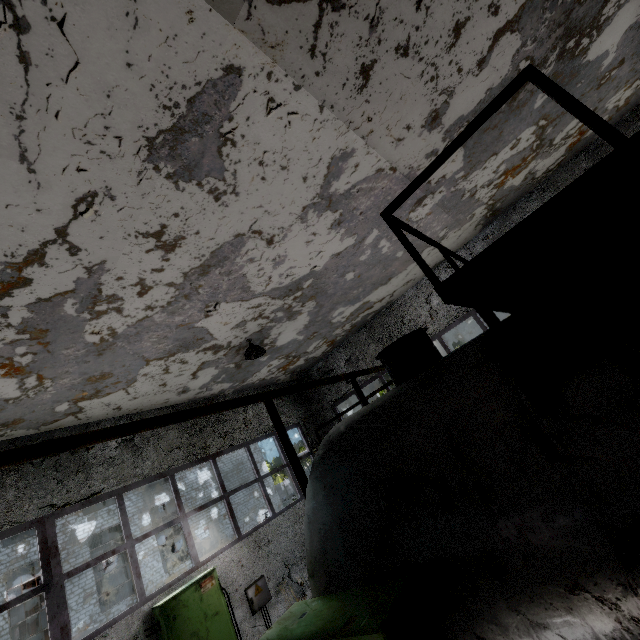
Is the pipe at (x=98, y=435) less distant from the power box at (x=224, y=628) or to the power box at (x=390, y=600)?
the power box at (x=390, y=600)

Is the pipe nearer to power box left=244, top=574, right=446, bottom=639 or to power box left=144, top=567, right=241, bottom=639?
power box left=244, top=574, right=446, bottom=639

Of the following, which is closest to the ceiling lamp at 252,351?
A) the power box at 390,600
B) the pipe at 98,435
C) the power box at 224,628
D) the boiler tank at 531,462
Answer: the boiler tank at 531,462

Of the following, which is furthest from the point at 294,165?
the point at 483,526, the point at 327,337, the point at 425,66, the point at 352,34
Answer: the point at 327,337

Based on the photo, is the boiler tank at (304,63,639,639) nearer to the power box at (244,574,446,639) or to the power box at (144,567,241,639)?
the power box at (244,574,446,639)

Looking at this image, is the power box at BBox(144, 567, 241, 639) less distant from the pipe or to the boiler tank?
the boiler tank

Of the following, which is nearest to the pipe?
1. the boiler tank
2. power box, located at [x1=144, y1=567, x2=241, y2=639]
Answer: the boiler tank

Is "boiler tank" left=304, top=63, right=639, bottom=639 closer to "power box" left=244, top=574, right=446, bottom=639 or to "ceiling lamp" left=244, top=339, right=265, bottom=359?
"power box" left=244, top=574, right=446, bottom=639
